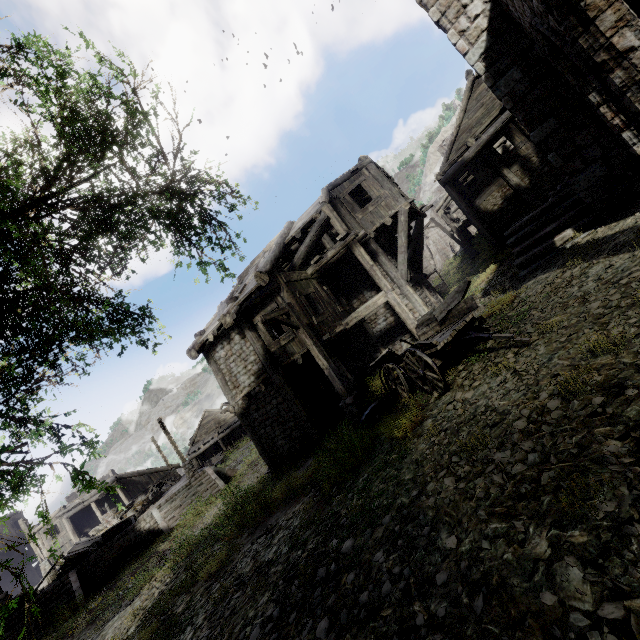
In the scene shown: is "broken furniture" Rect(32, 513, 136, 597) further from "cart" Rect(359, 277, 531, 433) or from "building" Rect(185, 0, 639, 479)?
"cart" Rect(359, 277, 531, 433)

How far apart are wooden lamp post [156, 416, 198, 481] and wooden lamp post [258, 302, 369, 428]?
16.1 meters

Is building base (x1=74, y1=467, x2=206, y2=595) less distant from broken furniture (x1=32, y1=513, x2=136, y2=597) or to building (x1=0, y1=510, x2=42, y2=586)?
broken furniture (x1=32, y1=513, x2=136, y2=597)

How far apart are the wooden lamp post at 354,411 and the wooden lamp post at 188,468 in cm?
1608

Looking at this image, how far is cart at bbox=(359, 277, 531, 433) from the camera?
6.66m

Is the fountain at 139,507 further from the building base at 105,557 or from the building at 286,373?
the building at 286,373

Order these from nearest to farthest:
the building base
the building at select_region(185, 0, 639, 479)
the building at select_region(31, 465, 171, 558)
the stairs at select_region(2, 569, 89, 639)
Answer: the building at select_region(185, 0, 639, 479) < the stairs at select_region(2, 569, 89, 639) < the building base < the building at select_region(31, 465, 171, 558)

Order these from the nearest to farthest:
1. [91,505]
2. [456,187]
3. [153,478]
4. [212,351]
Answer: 1. [212,351]
2. [456,187]
3. [91,505]
4. [153,478]
